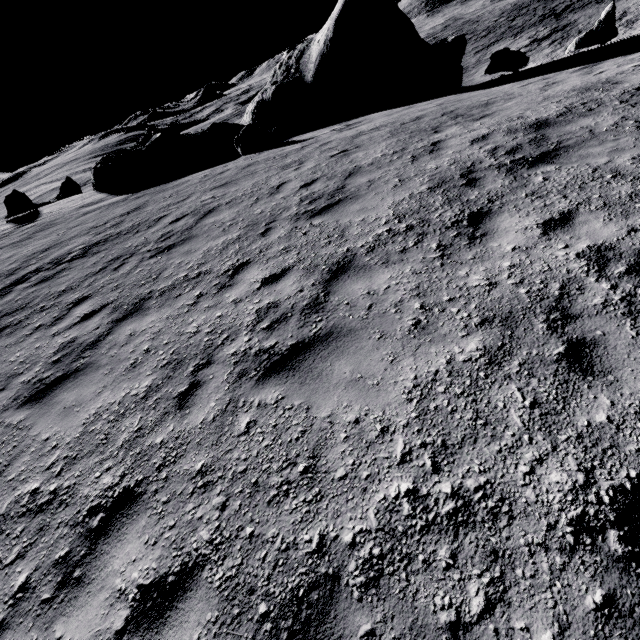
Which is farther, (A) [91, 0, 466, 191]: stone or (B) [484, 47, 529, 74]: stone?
(A) [91, 0, 466, 191]: stone

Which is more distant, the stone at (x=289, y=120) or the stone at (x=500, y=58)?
the stone at (x=289, y=120)

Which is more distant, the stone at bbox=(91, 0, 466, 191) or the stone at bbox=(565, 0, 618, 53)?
the stone at bbox=(91, 0, 466, 191)

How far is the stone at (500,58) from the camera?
15.1m

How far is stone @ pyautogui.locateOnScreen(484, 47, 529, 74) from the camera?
15.15m

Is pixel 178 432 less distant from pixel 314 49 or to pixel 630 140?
pixel 630 140
